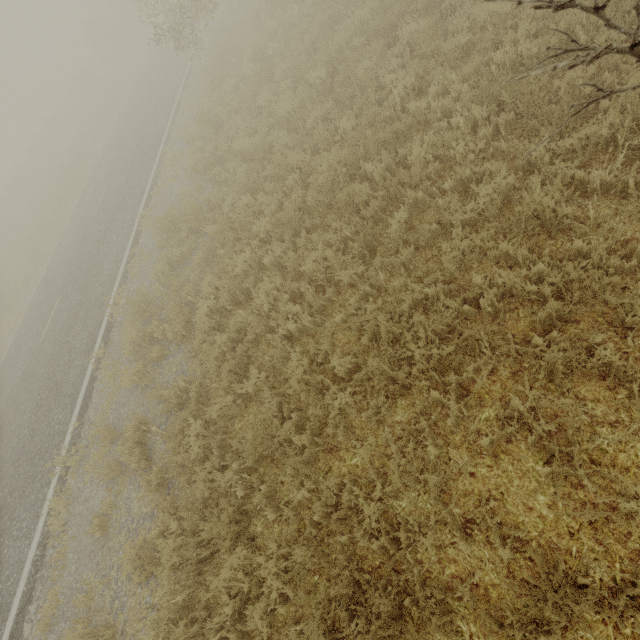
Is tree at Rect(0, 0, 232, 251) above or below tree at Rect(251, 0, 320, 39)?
above

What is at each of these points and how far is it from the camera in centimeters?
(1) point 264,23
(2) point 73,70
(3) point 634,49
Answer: (1) tree, 1098cm
(2) tree, 5709cm
(3) tree, 191cm

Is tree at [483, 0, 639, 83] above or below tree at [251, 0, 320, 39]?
above

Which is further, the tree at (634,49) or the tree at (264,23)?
the tree at (264,23)

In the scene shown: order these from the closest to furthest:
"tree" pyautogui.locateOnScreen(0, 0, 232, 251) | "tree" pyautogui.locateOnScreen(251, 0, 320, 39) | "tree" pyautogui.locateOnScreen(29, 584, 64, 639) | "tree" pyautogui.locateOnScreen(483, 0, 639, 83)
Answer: "tree" pyautogui.locateOnScreen(483, 0, 639, 83), "tree" pyautogui.locateOnScreen(29, 584, 64, 639), "tree" pyautogui.locateOnScreen(251, 0, 320, 39), "tree" pyautogui.locateOnScreen(0, 0, 232, 251)

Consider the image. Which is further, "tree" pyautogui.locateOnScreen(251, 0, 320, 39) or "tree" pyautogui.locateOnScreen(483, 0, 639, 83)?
"tree" pyautogui.locateOnScreen(251, 0, 320, 39)

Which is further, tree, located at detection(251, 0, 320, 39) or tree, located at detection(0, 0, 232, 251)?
tree, located at detection(0, 0, 232, 251)

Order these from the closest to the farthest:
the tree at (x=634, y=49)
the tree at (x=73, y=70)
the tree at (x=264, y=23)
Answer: the tree at (x=634, y=49) → the tree at (x=264, y=23) → the tree at (x=73, y=70)
